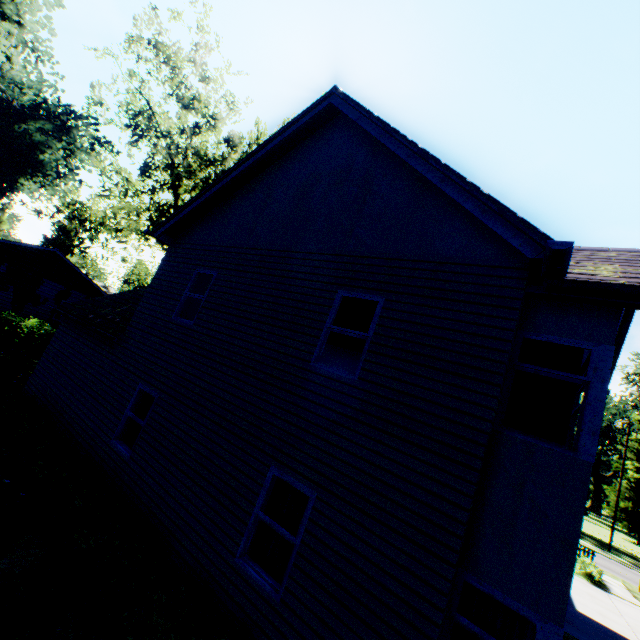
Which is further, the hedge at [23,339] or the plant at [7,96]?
the plant at [7,96]

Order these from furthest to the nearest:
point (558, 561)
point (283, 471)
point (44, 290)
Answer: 1. point (44, 290)
2. point (283, 471)
3. point (558, 561)

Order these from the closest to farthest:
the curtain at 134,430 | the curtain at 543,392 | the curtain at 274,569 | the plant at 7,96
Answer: the curtain at 543,392 < the curtain at 274,569 < the curtain at 134,430 < the plant at 7,96

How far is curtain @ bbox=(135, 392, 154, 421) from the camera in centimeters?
860cm

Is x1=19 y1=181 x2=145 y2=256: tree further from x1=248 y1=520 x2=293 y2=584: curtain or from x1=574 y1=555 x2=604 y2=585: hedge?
x1=574 y1=555 x2=604 y2=585: hedge

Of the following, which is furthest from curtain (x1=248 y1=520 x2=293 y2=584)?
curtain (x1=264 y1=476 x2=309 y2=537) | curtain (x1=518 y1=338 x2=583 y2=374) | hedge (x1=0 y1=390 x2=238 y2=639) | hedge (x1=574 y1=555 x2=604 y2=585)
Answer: hedge (x1=574 y1=555 x2=604 y2=585)

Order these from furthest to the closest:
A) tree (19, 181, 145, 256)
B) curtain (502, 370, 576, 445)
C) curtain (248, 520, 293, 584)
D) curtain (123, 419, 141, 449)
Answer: tree (19, 181, 145, 256)
curtain (123, 419, 141, 449)
curtain (248, 520, 293, 584)
curtain (502, 370, 576, 445)

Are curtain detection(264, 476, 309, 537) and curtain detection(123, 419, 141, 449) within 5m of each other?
yes
